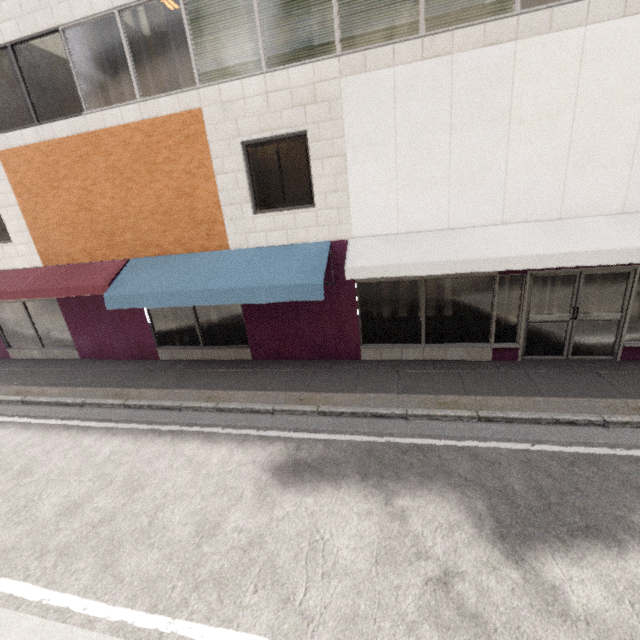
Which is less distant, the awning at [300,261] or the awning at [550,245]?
the awning at [550,245]

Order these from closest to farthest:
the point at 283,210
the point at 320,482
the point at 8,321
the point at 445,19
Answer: the point at 320,482, the point at 445,19, the point at 283,210, the point at 8,321

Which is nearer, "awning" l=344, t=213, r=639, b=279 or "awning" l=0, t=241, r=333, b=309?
"awning" l=344, t=213, r=639, b=279
